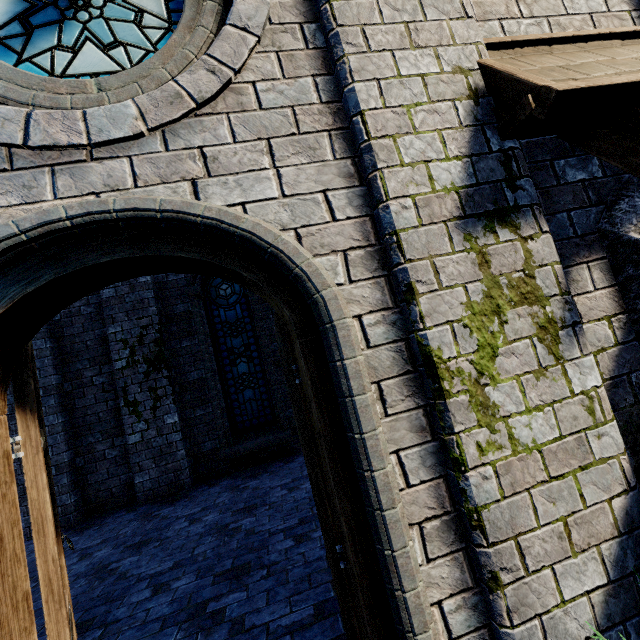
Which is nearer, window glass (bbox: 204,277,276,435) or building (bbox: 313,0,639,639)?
building (bbox: 313,0,639,639)

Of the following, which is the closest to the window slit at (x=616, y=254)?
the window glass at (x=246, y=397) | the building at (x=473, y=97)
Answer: the building at (x=473, y=97)

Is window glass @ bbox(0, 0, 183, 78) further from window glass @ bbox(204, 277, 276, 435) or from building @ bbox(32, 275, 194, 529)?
window glass @ bbox(204, 277, 276, 435)

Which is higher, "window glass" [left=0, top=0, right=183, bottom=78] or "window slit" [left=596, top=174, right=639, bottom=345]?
"window glass" [left=0, top=0, right=183, bottom=78]

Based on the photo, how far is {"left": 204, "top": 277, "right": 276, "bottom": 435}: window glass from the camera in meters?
7.3

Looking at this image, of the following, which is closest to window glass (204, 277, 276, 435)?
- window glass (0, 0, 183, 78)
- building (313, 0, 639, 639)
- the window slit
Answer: building (313, 0, 639, 639)

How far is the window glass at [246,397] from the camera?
7.34m

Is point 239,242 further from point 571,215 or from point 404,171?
point 571,215
